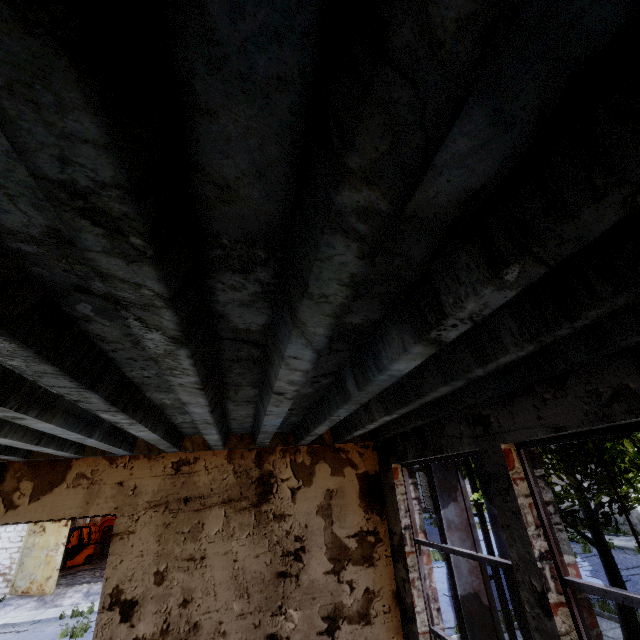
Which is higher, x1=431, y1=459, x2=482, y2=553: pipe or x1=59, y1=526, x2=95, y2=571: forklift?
x1=431, y1=459, x2=482, y2=553: pipe

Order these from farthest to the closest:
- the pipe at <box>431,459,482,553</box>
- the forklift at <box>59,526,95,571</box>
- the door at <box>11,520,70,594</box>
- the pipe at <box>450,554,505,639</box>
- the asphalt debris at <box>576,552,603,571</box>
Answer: the forklift at <box>59,526,95,571</box>
the door at <box>11,520,70,594</box>
the asphalt debris at <box>576,552,603,571</box>
the pipe at <box>431,459,482,553</box>
the pipe at <box>450,554,505,639</box>

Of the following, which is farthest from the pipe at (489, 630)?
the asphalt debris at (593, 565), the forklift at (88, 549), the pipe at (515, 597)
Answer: the forklift at (88, 549)

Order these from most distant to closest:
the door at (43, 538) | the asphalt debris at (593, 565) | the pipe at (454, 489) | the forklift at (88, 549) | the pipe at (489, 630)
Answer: the forklift at (88, 549) < the door at (43, 538) < the asphalt debris at (593, 565) < the pipe at (454, 489) < the pipe at (489, 630)

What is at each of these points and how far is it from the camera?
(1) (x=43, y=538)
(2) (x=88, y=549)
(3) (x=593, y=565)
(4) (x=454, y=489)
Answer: (1) door, 16.73m
(2) forklift, 22.38m
(3) asphalt debris, 14.27m
(4) pipe, 6.28m

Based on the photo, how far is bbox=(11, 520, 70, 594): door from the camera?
15.7 meters

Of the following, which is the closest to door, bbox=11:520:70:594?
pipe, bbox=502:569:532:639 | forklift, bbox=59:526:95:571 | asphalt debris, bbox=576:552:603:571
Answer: forklift, bbox=59:526:95:571

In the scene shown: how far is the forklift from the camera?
21.2 meters
